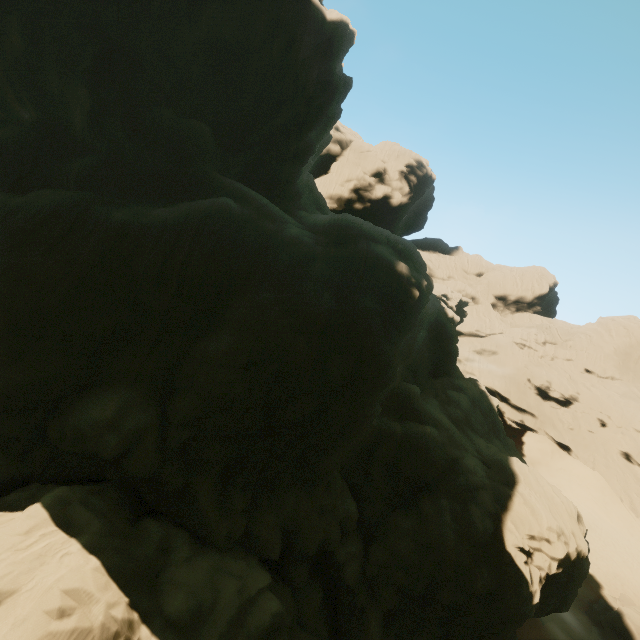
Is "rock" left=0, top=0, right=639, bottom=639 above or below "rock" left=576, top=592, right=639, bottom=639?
above

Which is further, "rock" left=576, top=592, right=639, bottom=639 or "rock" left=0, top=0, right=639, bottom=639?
"rock" left=576, top=592, right=639, bottom=639

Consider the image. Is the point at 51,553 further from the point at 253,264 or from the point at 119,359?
the point at 253,264

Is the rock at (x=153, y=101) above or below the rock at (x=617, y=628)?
above

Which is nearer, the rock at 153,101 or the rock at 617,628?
the rock at 153,101
